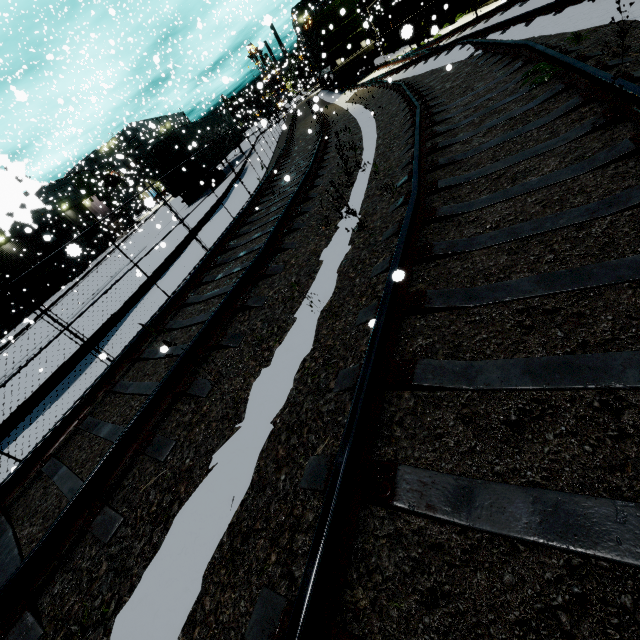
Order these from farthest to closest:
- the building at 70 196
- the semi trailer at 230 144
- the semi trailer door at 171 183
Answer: the semi trailer at 230 144 → the semi trailer door at 171 183 → the building at 70 196

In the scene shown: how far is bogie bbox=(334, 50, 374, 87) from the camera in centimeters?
2003cm

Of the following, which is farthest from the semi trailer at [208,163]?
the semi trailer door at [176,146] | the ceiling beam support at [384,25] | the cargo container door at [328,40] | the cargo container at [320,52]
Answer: the ceiling beam support at [384,25]

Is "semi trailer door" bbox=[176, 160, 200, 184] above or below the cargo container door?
below

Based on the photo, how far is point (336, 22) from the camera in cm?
1889

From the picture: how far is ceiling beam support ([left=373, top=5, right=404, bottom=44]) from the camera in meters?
26.1 m

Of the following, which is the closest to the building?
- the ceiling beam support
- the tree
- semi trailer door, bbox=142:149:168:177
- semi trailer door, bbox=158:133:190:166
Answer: the tree

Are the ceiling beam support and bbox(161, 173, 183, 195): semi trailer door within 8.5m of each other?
no
